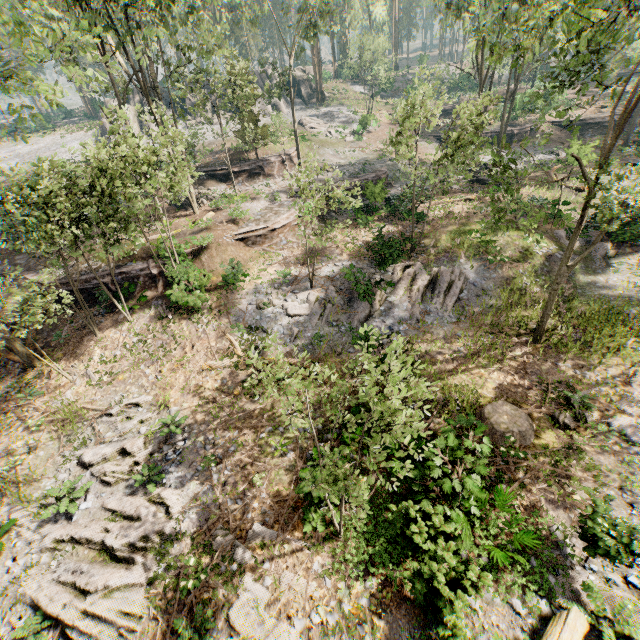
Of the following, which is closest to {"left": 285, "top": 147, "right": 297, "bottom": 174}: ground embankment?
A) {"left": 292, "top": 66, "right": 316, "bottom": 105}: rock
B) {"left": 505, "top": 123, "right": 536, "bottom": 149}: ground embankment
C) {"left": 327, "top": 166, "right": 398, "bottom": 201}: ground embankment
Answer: {"left": 327, "top": 166, "right": 398, "bottom": 201}: ground embankment

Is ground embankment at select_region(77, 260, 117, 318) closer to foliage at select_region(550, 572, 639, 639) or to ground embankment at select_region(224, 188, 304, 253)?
foliage at select_region(550, 572, 639, 639)

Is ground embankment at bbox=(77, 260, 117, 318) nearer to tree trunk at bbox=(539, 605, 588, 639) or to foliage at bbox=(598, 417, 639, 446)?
foliage at bbox=(598, 417, 639, 446)

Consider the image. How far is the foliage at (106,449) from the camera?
12.3m

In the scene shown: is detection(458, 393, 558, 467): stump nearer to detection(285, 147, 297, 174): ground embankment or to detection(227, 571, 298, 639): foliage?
detection(227, 571, 298, 639): foliage

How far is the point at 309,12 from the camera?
31.69m

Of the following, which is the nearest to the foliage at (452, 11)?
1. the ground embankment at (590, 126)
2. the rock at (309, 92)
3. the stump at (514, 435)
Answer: the ground embankment at (590, 126)

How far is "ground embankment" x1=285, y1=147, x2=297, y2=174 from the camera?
34.75m
